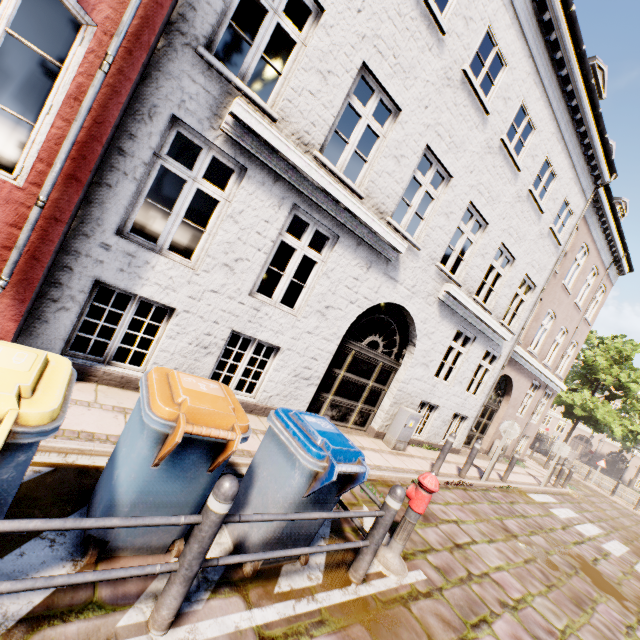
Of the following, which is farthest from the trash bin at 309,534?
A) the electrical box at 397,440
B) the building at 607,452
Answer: the building at 607,452

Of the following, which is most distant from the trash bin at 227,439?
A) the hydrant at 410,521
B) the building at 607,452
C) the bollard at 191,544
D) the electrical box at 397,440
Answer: the building at 607,452

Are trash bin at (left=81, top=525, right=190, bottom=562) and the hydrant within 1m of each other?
no

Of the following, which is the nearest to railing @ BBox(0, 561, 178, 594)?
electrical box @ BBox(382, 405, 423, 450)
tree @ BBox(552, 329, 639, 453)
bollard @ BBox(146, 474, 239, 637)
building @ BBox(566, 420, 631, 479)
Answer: bollard @ BBox(146, 474, 239, 637)

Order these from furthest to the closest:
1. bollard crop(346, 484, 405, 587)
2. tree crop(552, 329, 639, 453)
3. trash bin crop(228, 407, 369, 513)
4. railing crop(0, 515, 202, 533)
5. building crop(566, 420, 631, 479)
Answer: building crop(566, 420, 631, 479), tree crop(552, 329, 639, 453), bollard crop(346, 484, 405, 587), trash bin crop(228, 407, 369, 513), railing crop(0, 515, 202, 533)

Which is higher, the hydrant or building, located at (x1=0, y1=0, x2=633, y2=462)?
building, located at (x1=0, y1=0, x2=633, y2=462)

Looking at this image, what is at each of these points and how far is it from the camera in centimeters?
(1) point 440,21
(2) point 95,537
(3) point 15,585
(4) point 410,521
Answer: (1) building, 568cm
(2) trash bin, 236cm
(3) railing, 160cm
(4) hydrant, 386cm

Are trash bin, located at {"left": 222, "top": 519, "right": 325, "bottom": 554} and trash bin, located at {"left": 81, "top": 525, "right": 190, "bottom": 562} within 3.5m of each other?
yes
